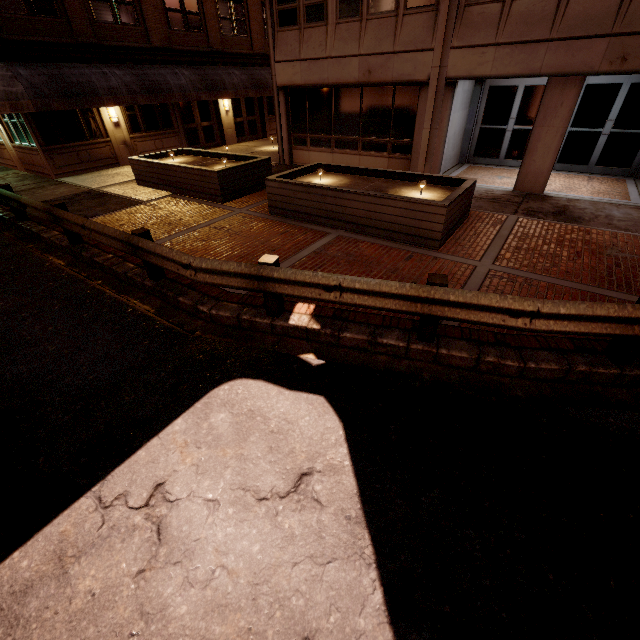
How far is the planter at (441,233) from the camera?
7.1 meters

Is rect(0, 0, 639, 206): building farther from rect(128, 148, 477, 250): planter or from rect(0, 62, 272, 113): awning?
rect(0, 62, 272, 113): awning

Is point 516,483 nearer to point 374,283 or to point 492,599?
point 492,599

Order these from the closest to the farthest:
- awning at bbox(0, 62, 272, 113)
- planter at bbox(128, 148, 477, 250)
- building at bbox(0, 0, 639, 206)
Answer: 1. planter at bbox(128, 148, 477, 250)
2. building at bbox(0, 0, 639, 206)
3. awning at bbox(0, 62, 272, 113)

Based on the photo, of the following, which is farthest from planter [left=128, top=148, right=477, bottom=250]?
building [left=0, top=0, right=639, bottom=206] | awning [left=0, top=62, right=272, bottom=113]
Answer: awning [left=0, top=62, right=272, bottom=113]

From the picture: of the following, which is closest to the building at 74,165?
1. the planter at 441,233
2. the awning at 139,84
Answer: the planter at 441,233
